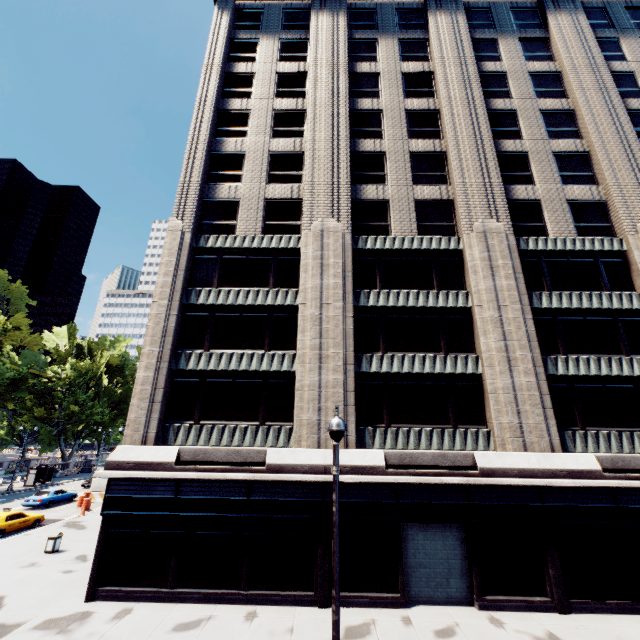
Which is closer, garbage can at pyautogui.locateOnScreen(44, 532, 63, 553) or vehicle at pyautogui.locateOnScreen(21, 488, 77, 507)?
garbage can at pyautogui.locateOnScreen(44, 532, 63, 553)

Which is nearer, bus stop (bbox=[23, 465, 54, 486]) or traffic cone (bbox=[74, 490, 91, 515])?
traffic cone (bbox=[74, 490, 91, 515])

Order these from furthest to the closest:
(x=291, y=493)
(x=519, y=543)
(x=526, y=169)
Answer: (x=526, y=169) < (x=291, y=493) < (x=519, y=543)

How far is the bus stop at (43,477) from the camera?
41.41m

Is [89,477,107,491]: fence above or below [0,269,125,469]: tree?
below

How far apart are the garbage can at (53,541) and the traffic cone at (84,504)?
12.0 meters

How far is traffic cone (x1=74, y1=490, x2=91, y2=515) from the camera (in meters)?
27.60

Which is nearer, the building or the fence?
the building
